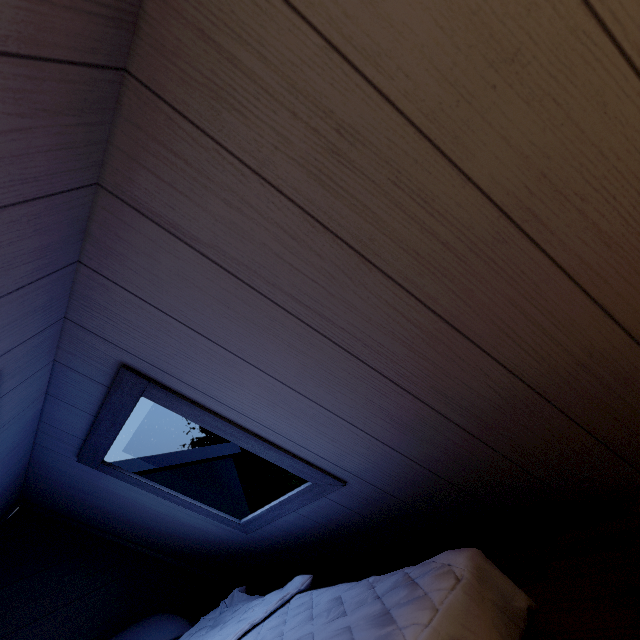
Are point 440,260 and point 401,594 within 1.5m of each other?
yes
